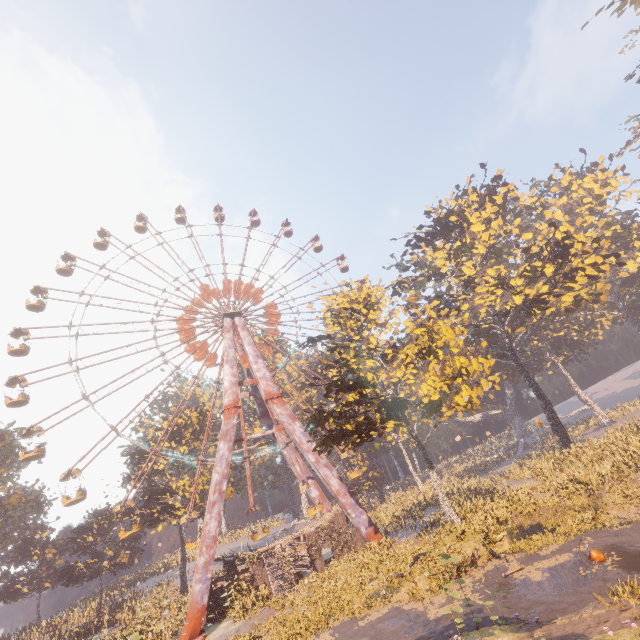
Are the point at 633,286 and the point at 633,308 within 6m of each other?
yes

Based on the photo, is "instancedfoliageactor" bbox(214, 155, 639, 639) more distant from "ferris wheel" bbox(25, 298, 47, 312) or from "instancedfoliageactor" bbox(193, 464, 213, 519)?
"instancedfoliageactor" bbox(193, 464, 213, 519)

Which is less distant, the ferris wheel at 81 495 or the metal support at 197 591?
the metal support at 197 591

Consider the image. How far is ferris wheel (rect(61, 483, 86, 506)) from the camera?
26.5 meters

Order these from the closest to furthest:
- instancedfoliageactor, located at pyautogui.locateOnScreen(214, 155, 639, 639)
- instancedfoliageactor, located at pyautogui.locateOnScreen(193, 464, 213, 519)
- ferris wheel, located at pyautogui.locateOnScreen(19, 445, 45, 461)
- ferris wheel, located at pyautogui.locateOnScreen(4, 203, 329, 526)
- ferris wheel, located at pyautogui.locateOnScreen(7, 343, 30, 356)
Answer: instancedfoliageactor, located at pyautogui.locateOnScreen(214, 155, 639, 639)
ferris wheel, located at pyautogui.locateOnScreen(19, 445, 45, 461)
ferris wheel, located at pyautogui.locateOnScreen(4, 203, 329, 526)
ferris wheel, located at pyautogui.locateOnScreen(7, 343, 30, 356)
instancedfoliageactor, located at pyautogui.locateOnScreen(193, 464, 213, 519)

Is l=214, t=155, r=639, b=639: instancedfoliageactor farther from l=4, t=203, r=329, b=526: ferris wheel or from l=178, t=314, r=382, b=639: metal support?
l=178, t=314, r=382, b=639: metal support

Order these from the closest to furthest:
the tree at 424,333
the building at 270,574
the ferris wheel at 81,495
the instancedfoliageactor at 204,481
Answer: the tree at 424,333
the building at 270,574
the ferris wheel at 81,495
the instancedfoliageactor at 204,481
